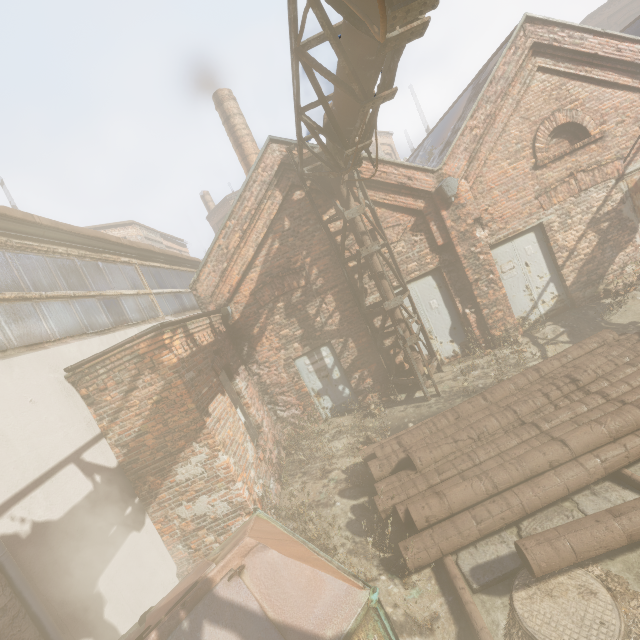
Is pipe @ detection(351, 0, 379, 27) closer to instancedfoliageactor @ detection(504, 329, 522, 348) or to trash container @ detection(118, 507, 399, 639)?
instancedfoliageactor @ detection(504, 329, 522, 348)

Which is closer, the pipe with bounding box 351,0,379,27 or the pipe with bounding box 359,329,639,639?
the pipe with bounding box 351,0,379,27

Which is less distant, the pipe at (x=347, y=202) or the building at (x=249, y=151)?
the pipe at (x=347, y=202)

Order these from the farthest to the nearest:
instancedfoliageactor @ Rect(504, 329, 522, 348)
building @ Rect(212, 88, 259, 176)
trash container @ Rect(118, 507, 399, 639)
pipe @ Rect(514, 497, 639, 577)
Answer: building @ Rect(212, 88, 259, 176), instancedfoliageactor @ Rect(504, 329, 522, 348), pipe @ Rect(514, 497, 639, 577), trash container @ Rect(118, 507, 399, 639)

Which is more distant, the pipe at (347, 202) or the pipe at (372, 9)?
the pipe at (347, 202)

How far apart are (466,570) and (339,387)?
5.2 meters

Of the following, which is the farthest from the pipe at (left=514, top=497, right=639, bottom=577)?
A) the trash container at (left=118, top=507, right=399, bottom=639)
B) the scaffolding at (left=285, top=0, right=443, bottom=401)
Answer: the scaffolding at (left=285, top=0, right=443, bottom=401)
